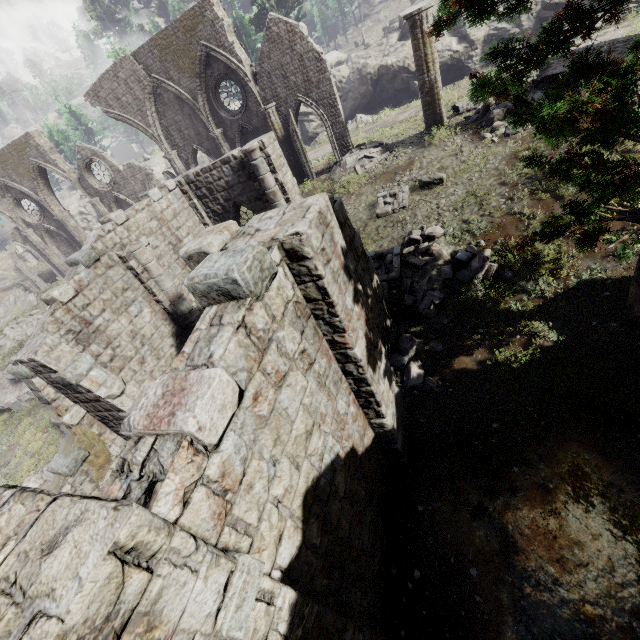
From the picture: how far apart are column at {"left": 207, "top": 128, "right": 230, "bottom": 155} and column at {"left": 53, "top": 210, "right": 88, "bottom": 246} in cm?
1429

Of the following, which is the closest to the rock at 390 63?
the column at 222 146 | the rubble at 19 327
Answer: the column at 222 146

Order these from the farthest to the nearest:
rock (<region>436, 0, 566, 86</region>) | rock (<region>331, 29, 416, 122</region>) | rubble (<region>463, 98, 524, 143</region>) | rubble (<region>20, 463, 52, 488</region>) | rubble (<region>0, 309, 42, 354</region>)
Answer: rock (<region>331, 29, 416, 122</region>), rubble (<region>0, 309, 42, 354</region>), rock (<region>436, 0, 566, 86</region>), rubble (<region>463, 98, 524, 143</region>), rubble (<region>20, 463, 52, 488</region>)

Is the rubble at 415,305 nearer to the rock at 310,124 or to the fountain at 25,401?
the rock at 310,124

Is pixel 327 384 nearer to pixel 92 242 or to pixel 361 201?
pixel 92 242

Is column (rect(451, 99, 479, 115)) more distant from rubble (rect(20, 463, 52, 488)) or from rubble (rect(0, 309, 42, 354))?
rubble (rect(0, 309, 42, 354))

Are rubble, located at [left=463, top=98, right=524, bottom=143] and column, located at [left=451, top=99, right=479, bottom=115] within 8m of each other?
yes

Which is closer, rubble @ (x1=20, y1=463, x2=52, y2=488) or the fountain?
rubble @ (x1=20, y1=463, x2=52, y2=488)
